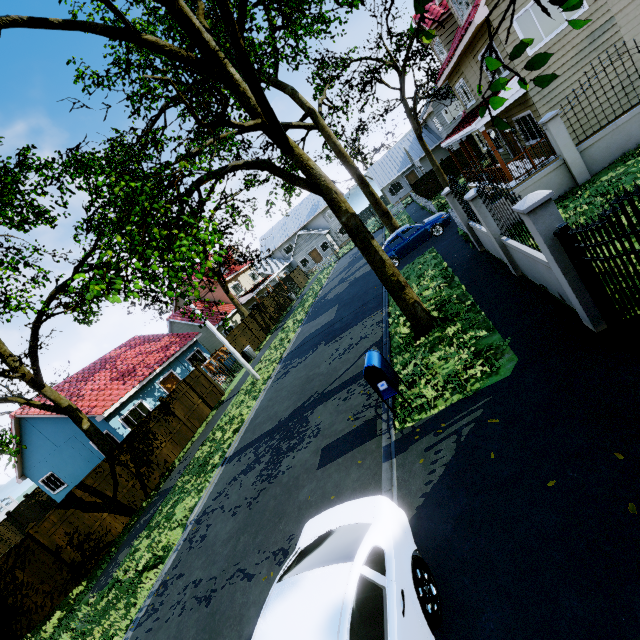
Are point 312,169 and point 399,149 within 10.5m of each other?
no

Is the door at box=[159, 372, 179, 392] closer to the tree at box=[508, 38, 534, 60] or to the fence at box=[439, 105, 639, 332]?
the fence at box=[439, 105, 639, 332]

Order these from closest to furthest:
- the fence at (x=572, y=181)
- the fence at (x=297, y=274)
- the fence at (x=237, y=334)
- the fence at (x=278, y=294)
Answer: the fence at (x=572, y=181) < the fence at (x=237, y=334) < the fence at (x=278, y=294) < the fence at (x=297, y=274)

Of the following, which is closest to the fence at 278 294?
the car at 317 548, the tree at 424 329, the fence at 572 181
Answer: the fence at 572 181

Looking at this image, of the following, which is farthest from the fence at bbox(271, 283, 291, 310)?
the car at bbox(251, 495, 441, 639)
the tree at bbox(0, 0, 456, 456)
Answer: the car at bbox(251, 495, 441, 639)

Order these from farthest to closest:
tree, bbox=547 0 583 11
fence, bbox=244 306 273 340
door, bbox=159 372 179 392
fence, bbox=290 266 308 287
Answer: fence, bbox=290 266 308 287 < fence, bbox=244 306 273 340 < door, bbox=159 372 179 392 < tree, bbox=547 0 583 11

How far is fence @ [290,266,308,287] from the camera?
39.11m
